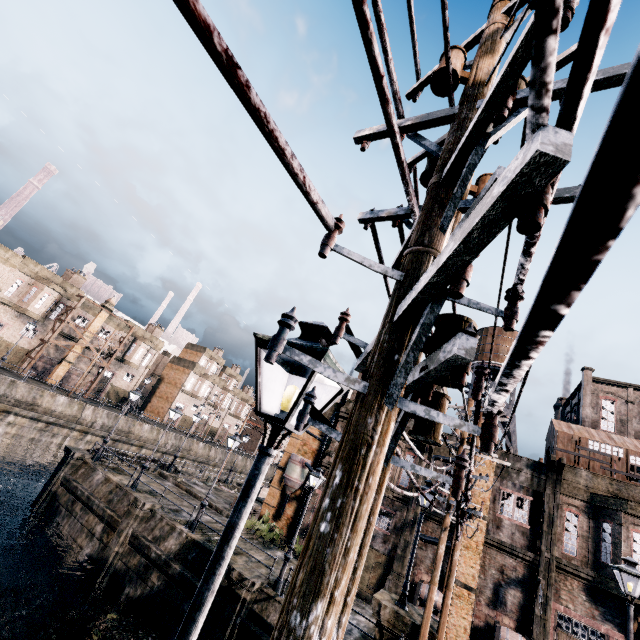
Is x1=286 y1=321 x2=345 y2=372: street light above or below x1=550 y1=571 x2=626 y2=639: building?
above

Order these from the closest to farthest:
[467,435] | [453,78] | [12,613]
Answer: [453,78], [467,435], [12,613]

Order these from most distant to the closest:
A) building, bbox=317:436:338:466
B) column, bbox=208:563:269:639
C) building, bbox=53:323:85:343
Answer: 1. building, bbox=53:323:85:343
2. building, bbox=317:436:338:466
3. column, bbox=208:563:269:639

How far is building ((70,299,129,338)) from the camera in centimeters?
4537cm

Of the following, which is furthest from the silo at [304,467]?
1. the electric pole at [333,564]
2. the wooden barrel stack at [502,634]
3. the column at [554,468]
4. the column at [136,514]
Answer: the column at [554,468]

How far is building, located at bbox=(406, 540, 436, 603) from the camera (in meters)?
20.44

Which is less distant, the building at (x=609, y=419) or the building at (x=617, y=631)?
the building at (x=617, y=631)

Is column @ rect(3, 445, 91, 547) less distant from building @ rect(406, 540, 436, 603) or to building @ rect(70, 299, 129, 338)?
building @ rect(406, 540, 436, 603)
